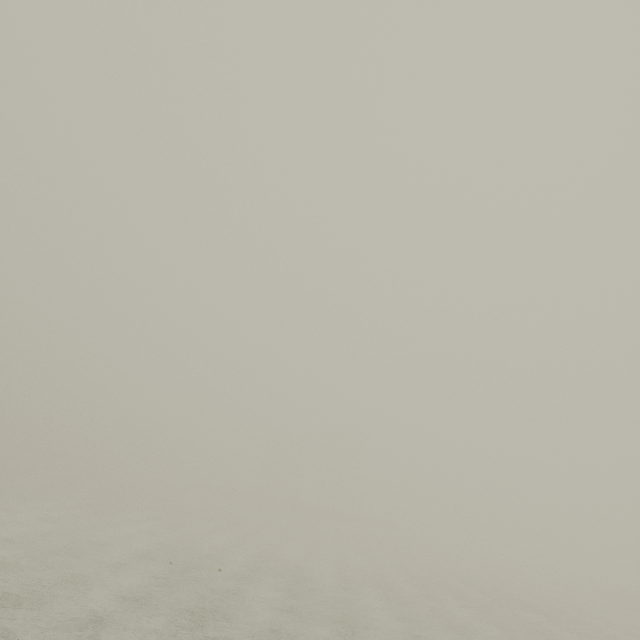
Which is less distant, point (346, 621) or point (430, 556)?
point (346, 621)
